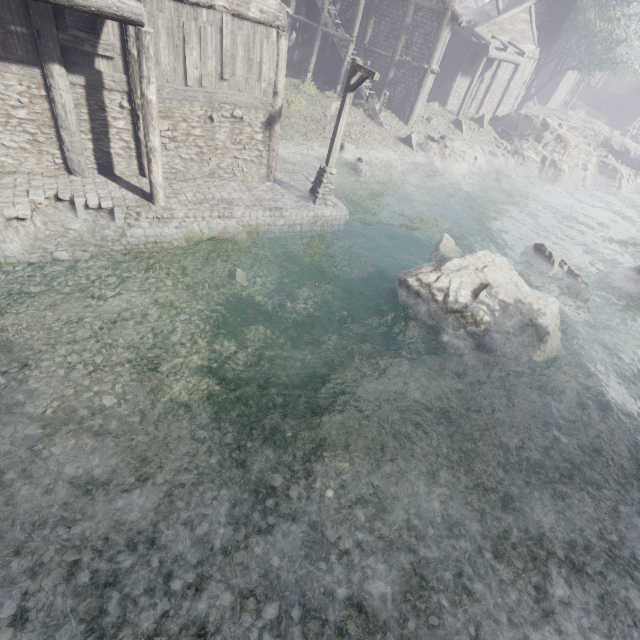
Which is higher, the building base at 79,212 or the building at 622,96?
the building at 622,96

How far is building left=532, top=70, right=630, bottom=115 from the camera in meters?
40.5 m

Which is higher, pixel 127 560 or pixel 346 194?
pixel 346 194

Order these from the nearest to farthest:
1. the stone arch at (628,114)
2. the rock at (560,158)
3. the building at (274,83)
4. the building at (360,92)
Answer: the building at (274,83), the building at (360,92), the rock at (560,158), the stone arch at (628,114)

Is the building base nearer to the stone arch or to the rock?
the rock

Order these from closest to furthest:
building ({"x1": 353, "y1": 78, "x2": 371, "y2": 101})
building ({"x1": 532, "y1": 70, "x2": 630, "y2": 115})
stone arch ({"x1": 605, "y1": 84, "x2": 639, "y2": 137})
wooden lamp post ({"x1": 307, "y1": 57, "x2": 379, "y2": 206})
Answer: wooden lamp post ({"x1": 307, "y1": 57, "x2": 379, "y2": 206})
building ({"x1": 353, "y1": 78, "x2": 371, "y2": 101})
building ({"x1": 532, "y1": 70, "x2": 630, "y2": 115})
stone arch ({"x1": 605, "y1": 84, "x2": 639, "y2": 137})

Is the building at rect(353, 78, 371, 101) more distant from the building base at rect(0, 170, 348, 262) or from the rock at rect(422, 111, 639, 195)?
the rock at rect(422, 111, 639, 195)

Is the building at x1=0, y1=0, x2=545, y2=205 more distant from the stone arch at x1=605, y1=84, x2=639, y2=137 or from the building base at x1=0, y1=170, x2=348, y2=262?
the stone arch at x1=605, y1=84, x2=639, y2=137
